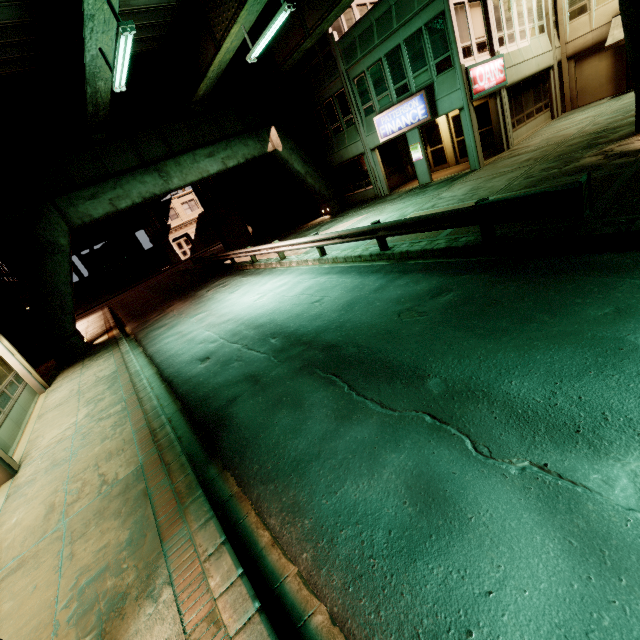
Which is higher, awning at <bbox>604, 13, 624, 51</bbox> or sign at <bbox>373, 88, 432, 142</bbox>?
sign at <bbox>373, 88, 432, 142</bbox>

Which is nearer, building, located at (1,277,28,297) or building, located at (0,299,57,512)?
building, located at (0,299,57,512)

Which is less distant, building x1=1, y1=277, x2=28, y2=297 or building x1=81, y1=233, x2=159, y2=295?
building x1=1, y1=277, x2=28, y2=297

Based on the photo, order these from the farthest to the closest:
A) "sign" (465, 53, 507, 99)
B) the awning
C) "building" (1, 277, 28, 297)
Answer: "building" (1, 277, 28, 297) < the awning < "sign" (465, 53, 507, 99)

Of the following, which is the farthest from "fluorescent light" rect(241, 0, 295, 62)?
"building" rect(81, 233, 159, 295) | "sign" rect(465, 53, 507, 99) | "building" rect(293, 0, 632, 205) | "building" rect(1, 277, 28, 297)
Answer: "building" rect(81, 233, 159, 295)

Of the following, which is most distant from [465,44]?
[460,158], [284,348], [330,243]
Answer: [284,348]

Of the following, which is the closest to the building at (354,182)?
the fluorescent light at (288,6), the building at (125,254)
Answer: the fluorescent light at (288,6)

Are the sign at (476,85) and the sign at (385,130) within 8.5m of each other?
yes
